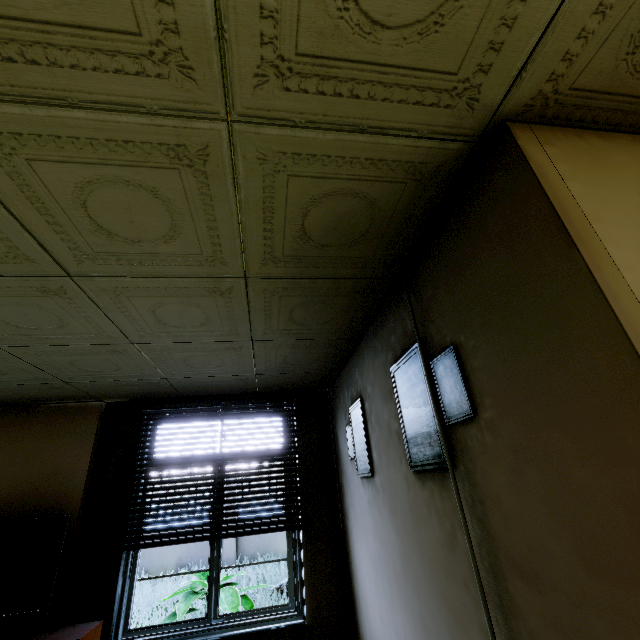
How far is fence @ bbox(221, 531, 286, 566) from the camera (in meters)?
8.62

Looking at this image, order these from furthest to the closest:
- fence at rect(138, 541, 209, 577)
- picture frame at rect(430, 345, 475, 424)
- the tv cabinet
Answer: fence at rect(138, 541, 209, 577) → the tv cabinet → picture frame at rect(430, 345, 475, 424)

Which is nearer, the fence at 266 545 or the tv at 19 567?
the tv at 19 567

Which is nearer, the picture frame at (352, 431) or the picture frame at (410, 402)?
the picture frame at (410, 402)

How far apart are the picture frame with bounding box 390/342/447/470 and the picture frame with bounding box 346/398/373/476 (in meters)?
0.86

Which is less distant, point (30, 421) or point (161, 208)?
point (161, 208)

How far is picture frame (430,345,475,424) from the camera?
1.5m
